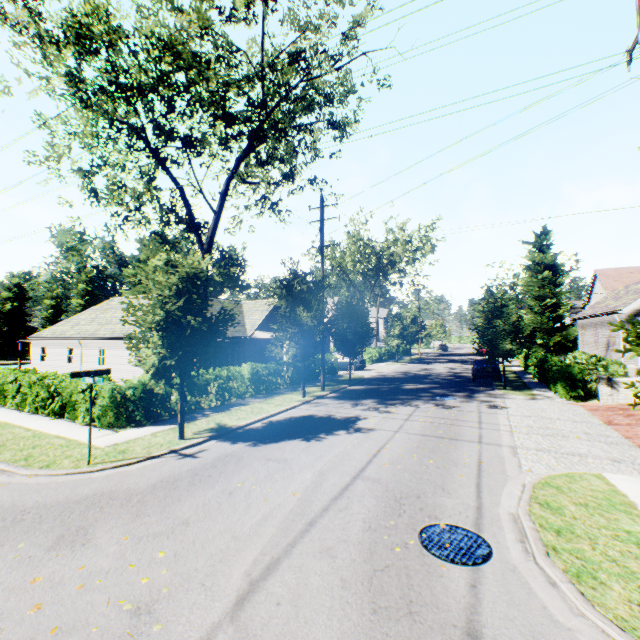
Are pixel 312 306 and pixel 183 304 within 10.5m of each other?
yes

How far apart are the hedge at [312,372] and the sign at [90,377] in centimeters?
1435cm

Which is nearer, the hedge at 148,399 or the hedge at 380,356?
the hedge at 148,399

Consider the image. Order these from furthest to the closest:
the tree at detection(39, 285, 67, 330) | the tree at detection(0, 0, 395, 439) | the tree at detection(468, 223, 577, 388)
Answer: the tree at detection(39, 285, 67, 330), the tree at detection(468, 223, 577, 388), the tree at detection(0, 0, 395, 439)

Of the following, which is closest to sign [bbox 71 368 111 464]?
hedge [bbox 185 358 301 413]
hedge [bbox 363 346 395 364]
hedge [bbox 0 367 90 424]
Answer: hedge [bbox 0 367 90 424]

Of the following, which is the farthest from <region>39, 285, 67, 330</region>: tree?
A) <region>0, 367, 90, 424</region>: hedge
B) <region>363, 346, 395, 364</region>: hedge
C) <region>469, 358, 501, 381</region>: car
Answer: <region>0, 367, 90, 424</region>: hedge

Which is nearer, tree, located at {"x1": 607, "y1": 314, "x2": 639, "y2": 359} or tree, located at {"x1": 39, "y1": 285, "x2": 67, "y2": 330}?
tree, located at {"x1": 607, "y1": 314, "x2": 639, "y2": 359}

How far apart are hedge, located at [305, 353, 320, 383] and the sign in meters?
14.3 m
